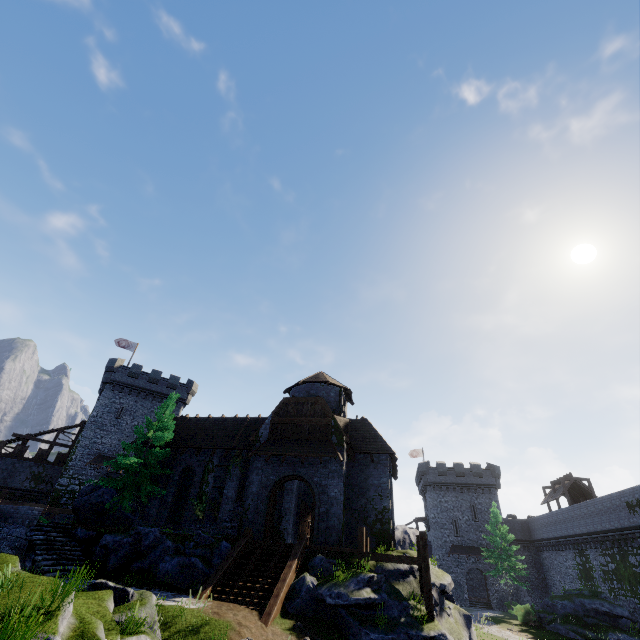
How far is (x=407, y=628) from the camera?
12.8 meters

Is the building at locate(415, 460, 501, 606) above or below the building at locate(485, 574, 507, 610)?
above

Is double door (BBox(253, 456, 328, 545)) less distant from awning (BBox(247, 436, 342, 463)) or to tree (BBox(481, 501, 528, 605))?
awning (BBox(247, 436, 342, 463))

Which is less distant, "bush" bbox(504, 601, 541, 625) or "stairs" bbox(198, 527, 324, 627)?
"stairs" bbox(198, 527, 324, 627)

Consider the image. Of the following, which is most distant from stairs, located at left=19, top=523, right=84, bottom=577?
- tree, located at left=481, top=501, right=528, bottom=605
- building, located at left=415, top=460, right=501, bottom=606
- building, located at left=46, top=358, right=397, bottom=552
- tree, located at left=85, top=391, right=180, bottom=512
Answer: building, located at left=415, top=460, right=501, bottom=606

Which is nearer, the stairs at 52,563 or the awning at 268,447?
the stairs at 52,563

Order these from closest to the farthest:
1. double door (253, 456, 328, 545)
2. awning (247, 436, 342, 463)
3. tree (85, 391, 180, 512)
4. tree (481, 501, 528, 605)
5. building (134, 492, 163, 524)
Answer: double door (253, 456, 328, 545) → awning (247, 436, 342, 463) → tree (85, 391, 180, 512) → building (134, 492, 163, 524) → tree (481, 501, 528, 605)

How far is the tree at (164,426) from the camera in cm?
2159
